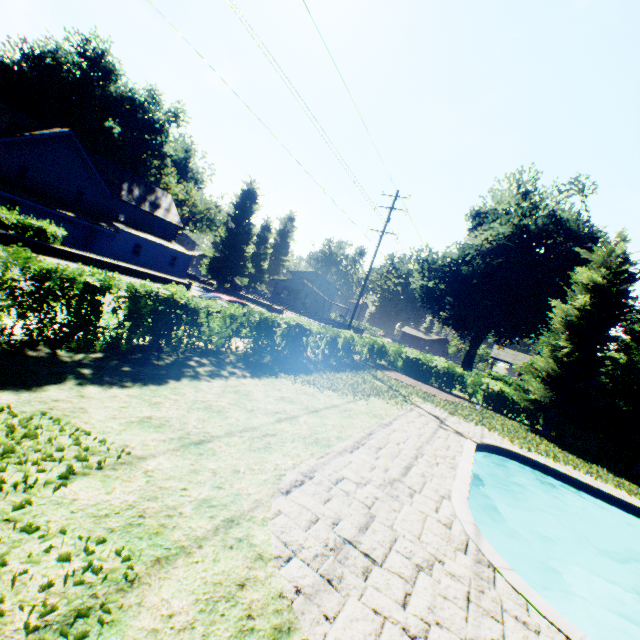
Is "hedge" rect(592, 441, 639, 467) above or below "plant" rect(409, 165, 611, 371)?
below

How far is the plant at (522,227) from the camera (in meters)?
31.42

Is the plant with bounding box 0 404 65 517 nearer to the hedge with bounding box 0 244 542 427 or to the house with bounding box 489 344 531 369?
the house with bounding box 489 344 531 369

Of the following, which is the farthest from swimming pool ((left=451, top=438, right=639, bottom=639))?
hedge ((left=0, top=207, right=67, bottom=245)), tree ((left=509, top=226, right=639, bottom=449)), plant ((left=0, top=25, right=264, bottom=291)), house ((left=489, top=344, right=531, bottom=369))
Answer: house ((left=489, top=344, right=531, bottom=369))

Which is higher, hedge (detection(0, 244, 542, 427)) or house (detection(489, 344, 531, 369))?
house (detection(489, 344, 531, 369))

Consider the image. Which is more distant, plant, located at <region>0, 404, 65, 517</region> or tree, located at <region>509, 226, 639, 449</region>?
tree, located at <region>509, 226, 639, 449</region>

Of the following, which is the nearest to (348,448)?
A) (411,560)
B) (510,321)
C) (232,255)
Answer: (411,560)

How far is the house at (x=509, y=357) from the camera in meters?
50.8 m
